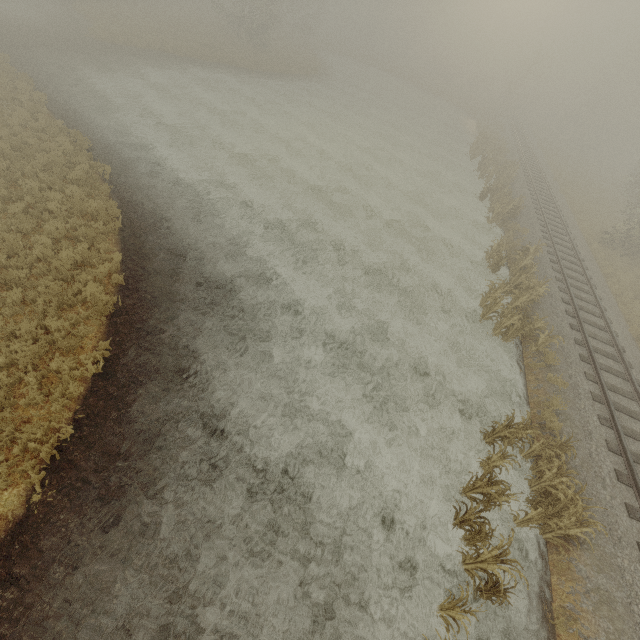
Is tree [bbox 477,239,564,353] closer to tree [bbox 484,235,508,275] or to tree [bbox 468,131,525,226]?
tree [bbox 484,235,508,275]

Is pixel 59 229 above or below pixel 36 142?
above

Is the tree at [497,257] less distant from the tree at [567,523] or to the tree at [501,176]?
the tree at [567,523]

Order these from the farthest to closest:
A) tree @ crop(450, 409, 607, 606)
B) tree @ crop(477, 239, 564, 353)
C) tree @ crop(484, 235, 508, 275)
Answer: tree @ crop(484, 235, 508, 275), tree @ crop(477, 239, 564, 353), tree @ crop(450, 409, 607, 606)

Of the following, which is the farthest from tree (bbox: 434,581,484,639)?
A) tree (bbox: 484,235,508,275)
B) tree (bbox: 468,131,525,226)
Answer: tree (bbox: 468,131,525,226)

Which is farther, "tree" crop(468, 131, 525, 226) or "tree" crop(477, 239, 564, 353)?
"tree" crop(468, 131, 525, 226)
